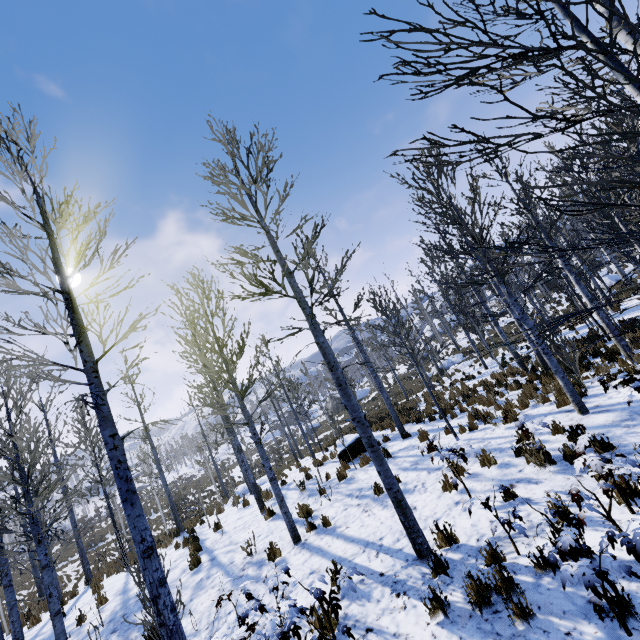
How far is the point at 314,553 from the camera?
6.5m

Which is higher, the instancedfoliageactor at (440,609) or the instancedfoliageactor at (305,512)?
the instancedfoliageactor at (305,512)

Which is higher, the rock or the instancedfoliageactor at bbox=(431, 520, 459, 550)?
the rock

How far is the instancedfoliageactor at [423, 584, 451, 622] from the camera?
3.8m

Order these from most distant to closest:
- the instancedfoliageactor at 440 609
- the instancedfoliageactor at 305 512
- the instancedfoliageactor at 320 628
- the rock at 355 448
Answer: the rock at 355 448 < the instancedfoliageactor at 305 512 < the instancedfoliageactor at 440 609 < the instancedfoliageactor at 320 628

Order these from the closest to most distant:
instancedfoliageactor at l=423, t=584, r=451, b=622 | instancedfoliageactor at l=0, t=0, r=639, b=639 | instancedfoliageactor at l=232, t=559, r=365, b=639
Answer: instancedfoliageactor at l=0, t=0, r=639, b=639, instancedfoliageactor at l=232, t=559, r=365, b=639, instancedfoliageactor at l=423, t=584, r=451, b=622

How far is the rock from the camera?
12.41m

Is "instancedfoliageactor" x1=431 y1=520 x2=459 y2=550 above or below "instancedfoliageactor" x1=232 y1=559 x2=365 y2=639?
below
